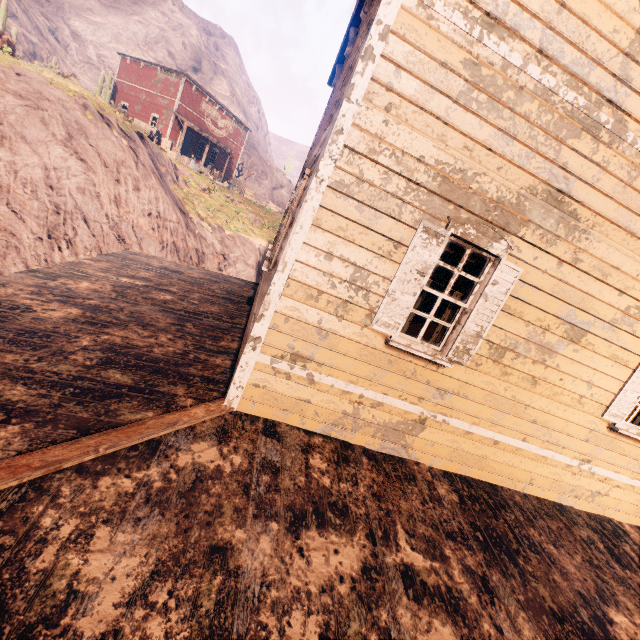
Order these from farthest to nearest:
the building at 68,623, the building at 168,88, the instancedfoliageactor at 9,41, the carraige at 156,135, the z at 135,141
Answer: the building at 168,88 → the carraige at 156,135 → the instancedfoliageactor at 9,41 → the z at 135,141 → the building at 68,623

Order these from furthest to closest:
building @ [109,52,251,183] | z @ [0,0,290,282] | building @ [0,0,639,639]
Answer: building @ [109,52,251,183]
z @ [0,0,290,282]
building @ [0,0,639,639]

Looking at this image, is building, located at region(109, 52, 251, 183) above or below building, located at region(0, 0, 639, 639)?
above

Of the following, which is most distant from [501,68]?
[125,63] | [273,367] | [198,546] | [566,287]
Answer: [125,63]

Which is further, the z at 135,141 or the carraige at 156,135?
the carraige at 156,135

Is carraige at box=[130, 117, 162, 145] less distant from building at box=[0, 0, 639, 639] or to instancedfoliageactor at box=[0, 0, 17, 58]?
instancedfoliageactor at box=[0, 0, 17, 58]

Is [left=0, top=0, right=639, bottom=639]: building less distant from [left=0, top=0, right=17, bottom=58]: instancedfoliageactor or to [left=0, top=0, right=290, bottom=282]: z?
[left=0, top=0, right=290, bottom=282]: z

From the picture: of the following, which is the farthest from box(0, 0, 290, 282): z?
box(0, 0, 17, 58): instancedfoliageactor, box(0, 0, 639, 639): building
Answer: box(0, 0, 17, 58): instancedfoliageactor
